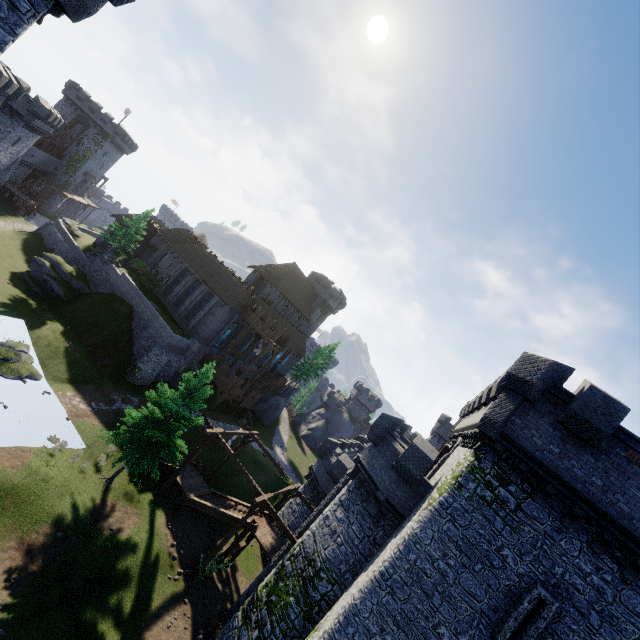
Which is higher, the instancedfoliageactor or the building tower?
the building tower

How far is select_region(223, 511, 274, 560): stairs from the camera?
22.4m

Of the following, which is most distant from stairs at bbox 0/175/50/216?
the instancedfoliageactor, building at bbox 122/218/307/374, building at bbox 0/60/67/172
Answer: the instancedfoliageactor

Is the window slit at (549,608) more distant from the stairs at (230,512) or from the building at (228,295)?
the building at (228,295)

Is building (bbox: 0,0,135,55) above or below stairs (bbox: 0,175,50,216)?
above

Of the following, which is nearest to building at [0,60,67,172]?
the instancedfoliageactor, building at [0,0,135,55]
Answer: building at [0,0,135,55]

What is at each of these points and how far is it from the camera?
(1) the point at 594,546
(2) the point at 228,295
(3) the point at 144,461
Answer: (1) building tower, 10.98m
(2) building, 41.00m
(3) instancedfoliageactor, 20.77m

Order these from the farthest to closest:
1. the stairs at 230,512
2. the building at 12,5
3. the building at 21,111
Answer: the building at 21,111 → the stairs at 230,512 → the building at 12,5
